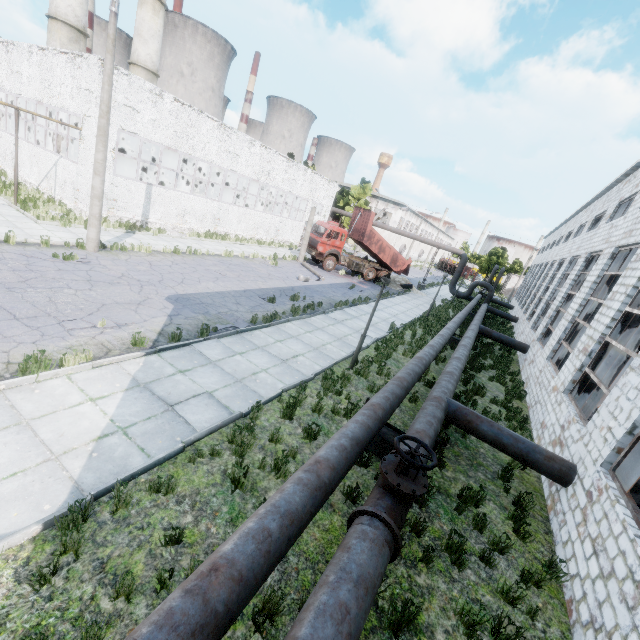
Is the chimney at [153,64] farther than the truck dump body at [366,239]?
Yes

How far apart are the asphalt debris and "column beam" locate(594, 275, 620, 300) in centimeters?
1673cm

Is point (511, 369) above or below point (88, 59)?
below

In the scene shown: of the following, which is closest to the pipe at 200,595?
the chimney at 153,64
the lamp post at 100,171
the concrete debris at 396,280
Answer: the concrete debris at 396,280

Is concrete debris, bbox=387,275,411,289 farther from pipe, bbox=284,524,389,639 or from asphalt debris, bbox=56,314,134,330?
asphalt debris, bbox=56,314,134,330

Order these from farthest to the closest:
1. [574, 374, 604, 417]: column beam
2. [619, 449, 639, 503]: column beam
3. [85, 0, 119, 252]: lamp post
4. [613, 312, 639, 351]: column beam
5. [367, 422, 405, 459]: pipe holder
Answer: [85, 0, 119, 252]: lamp post < [574, 374, 604, 417]: column beam < [613, 312, 639, 351]: column beam < [367, 422, 405, 459]: pipe holder < [619, 449, 639, 503]: column beam

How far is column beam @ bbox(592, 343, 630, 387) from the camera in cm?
991

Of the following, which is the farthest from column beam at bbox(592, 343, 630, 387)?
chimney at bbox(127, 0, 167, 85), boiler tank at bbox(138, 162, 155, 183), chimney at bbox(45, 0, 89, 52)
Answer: chimney at bbox(127, 0, 167, 85)
